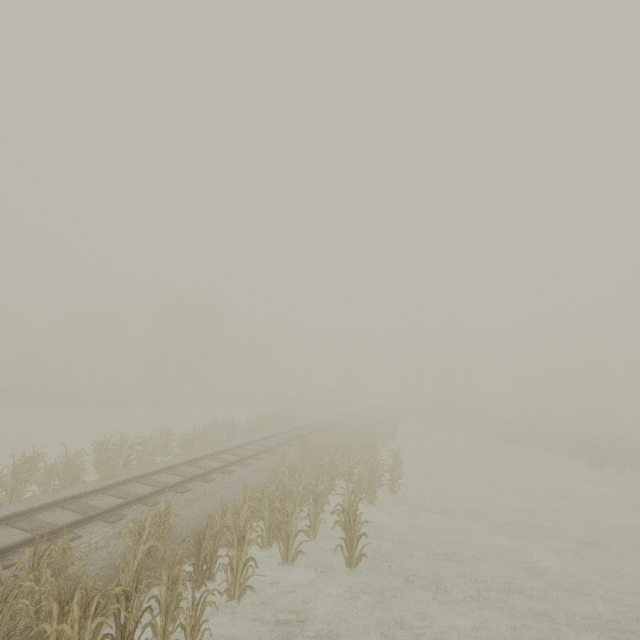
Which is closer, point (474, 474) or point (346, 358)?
point (474, 474)
